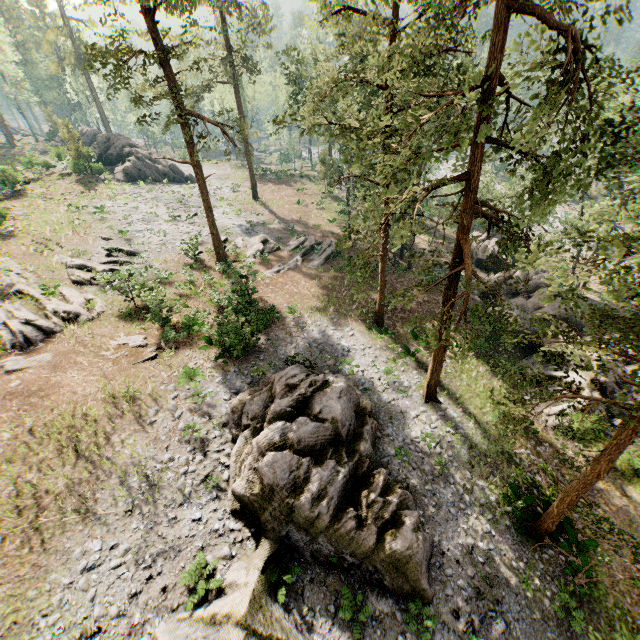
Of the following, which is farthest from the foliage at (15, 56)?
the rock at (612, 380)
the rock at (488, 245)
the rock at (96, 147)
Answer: the rock at (612, 380)

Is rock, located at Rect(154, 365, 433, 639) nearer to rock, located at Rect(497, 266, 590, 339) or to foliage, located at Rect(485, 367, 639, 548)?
foliage, located at Rect(485, 367, 639, 548)

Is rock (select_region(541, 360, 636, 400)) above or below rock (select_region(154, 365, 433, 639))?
below

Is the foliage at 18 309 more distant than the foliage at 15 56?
No

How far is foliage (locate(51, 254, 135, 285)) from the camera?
21.2 meters

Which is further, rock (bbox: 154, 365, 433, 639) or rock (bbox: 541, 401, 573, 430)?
rock (bbox: 541, 401, 573, 430)

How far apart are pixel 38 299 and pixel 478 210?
25.04m
